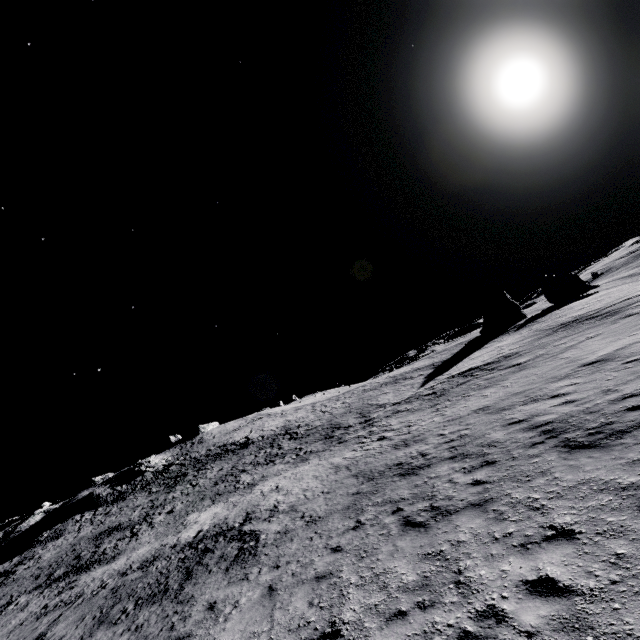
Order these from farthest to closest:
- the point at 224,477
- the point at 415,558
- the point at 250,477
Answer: the point at 224,477 < the point at 250,477 < the point at 415,558

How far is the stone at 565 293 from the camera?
54.8m

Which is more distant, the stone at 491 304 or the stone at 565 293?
the stone at 565 293

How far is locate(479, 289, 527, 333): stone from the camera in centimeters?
5247cm

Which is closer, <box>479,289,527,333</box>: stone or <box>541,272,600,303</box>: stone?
<box>479,289,527,333</box>: stone

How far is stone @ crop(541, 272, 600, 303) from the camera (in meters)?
54.81
